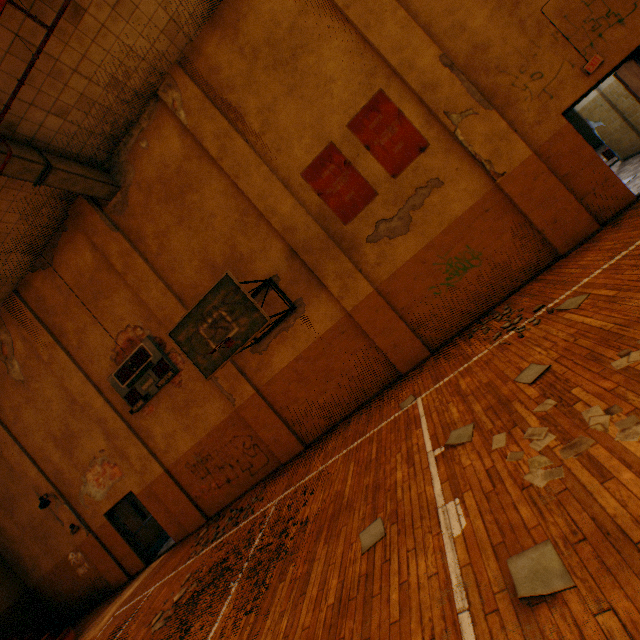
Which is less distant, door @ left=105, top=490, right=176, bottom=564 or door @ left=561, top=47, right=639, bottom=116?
door @ left=561, top=47, right=639, bottom=116

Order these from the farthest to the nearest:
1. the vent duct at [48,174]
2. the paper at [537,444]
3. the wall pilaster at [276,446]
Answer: the wall pilaster at [276,446]
the vent duct at [48,174]
the paper at [537,444]

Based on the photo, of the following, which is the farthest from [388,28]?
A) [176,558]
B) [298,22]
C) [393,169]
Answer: [176,558]

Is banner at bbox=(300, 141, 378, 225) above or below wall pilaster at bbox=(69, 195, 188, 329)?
below

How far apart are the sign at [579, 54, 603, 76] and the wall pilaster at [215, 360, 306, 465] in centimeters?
943cm

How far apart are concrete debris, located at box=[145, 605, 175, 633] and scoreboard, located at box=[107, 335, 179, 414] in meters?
4.8

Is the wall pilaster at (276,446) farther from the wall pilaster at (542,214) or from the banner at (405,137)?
the wall pilaster at (542,214)

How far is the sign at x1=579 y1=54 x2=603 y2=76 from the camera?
5.8m
